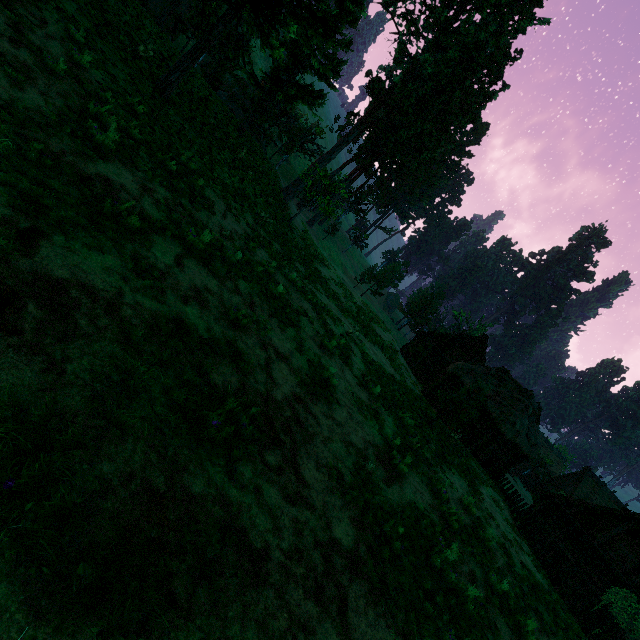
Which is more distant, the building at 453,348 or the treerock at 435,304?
the treerock at 435,304

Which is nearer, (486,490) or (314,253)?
(486,490)

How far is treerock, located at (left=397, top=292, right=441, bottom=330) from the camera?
47.94m

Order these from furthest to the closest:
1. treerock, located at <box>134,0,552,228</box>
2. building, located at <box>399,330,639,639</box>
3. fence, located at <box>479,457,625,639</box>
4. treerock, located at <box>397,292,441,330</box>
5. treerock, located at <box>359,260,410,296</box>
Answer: treerock, located at <box>397,292,441,330</box> < treerock, located at <box>359,260,410,296</box> < building, located at <box>399,330,639,639</box> < treerock, located at <box>134,0,552,228</box> < fence, located at <box>479,457,625,639</box>

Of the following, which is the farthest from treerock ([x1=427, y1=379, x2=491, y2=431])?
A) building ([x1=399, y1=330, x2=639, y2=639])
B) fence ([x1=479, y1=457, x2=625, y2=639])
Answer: fence ([x1=479, y1=457, x2=625, y2=639])

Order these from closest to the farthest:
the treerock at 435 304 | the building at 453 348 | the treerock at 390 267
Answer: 1. the building at 453 348
2. the treerock at 390 267
3. the treerock at 435 304

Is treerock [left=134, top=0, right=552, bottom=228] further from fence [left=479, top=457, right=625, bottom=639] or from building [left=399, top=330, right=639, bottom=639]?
fence [left=479, top=457, right=625, bottom=639]
